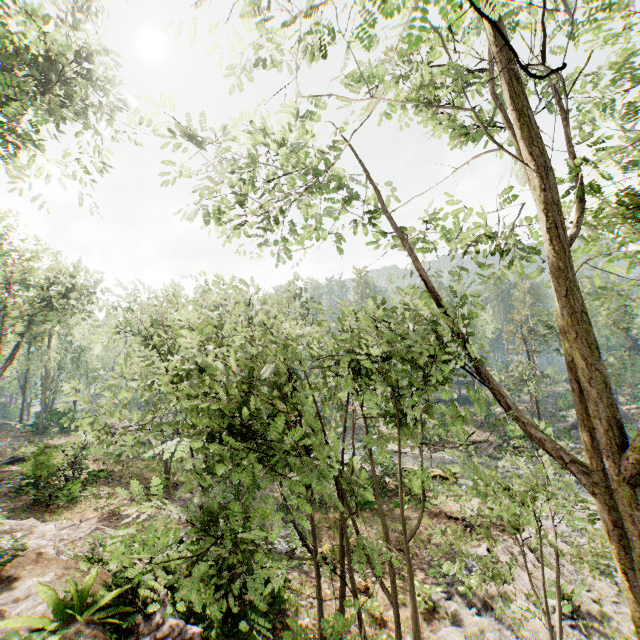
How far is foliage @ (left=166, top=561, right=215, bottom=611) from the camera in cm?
315

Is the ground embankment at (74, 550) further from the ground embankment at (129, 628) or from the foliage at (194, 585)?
the ground embankment at (129, 628)

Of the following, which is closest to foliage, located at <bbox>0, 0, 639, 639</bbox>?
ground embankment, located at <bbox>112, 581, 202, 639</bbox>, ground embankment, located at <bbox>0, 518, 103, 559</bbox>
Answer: ground embankment, located at <bbox>112, 581, 202, 639</bbox>

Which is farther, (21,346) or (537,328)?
(537,328)

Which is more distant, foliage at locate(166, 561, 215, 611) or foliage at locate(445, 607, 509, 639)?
foliage at locate(445, 607, 509, 639)

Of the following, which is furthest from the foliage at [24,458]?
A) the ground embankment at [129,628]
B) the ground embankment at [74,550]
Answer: the ground embankment at [74,550]

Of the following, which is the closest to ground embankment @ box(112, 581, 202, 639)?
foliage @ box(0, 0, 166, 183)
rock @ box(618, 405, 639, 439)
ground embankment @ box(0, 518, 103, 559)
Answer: foliage @ box(0, 0, 166, 183)
